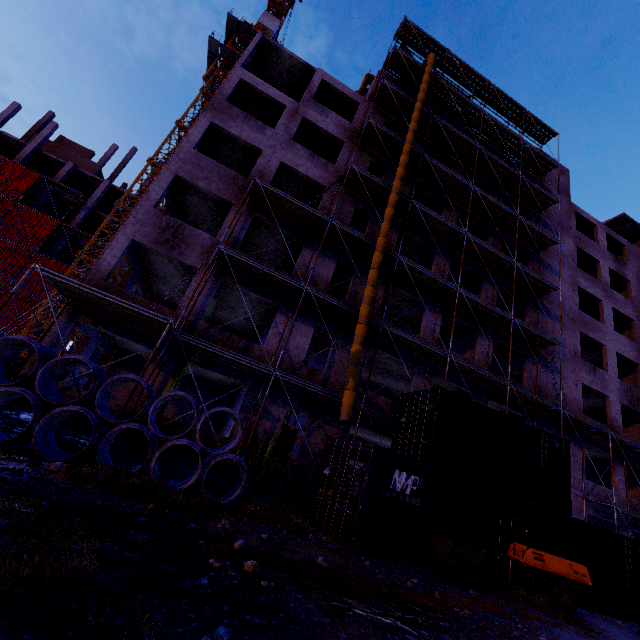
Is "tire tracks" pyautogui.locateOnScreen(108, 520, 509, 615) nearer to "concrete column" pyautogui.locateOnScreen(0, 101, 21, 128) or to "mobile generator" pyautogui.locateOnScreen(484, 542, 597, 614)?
"mobile generator" pyautogui.locateOnScreen(484, 542, 597, 614)

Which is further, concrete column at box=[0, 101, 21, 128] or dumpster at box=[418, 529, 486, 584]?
concrete column at box=[0, 101, 21, 128]

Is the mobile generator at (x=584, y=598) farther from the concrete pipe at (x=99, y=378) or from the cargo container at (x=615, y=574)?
the concrete pipe at (x=99, y=378)

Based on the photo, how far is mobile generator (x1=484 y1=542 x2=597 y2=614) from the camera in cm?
843

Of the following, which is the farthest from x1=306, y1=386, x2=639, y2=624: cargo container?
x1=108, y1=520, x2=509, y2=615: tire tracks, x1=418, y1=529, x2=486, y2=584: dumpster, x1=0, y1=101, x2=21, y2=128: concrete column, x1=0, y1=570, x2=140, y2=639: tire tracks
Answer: x1=0, y1=101, x2=21, y2=128: concrete column

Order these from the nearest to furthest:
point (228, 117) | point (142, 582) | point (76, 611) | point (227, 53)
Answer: point (76, 611) → point (142, 582) → point (228, 117) → point (227, 53)

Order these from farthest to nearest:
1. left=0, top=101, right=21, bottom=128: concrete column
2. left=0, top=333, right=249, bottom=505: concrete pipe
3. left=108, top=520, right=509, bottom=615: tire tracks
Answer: left=0, top=101, right=21, bottom=128: concrete column → left=0, top=333, right=249, bottom=505: concrete pipe → left=108, top=520, right=509, bottom=615: tire tracks

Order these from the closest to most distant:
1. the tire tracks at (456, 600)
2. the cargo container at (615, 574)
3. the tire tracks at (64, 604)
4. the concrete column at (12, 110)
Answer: the tire tracks at (64, 604) → the tire tracks at (456, 600) → the cargo container at (615, 574) → the concrete column at (12, 110)
